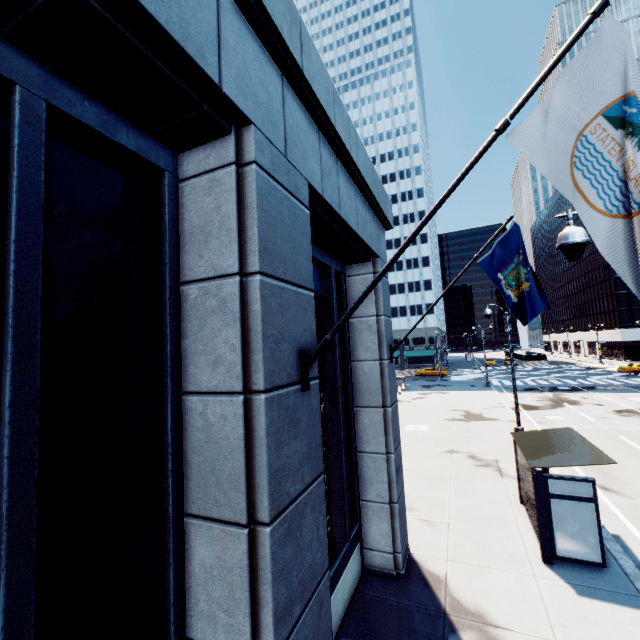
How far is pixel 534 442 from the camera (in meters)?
9.61

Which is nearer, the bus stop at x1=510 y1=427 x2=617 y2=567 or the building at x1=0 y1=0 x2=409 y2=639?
the building at x1=0 y1=0 x2=409 y2=639

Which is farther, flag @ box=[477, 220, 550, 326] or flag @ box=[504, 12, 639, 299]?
flag @ box=[477, 220, 550, 326]

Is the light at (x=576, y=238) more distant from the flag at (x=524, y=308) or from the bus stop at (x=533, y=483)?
the bus stop at (x=533, y=483)

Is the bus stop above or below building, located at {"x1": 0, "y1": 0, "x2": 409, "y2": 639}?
below

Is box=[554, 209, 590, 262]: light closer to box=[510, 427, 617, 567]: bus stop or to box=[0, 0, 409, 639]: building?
box=[510, 427, 617, 567]: bus stop

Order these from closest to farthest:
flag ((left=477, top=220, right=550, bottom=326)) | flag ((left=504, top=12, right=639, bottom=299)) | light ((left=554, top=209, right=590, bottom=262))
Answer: flag ((left=504, top=12, right=639, bottom=299)), light ((left=554, top=209, right=590, bottom=262)), flag ((left=477, top=220, right=550, bottom=326))

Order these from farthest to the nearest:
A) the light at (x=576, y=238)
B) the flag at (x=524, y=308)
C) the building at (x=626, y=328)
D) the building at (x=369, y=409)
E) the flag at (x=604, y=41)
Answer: the building at (x=626, y=328) < the flag at (x=524, y=308) < the light at (x=576, y=238) < the flag at (x=604, y=41) < the building at (x=369, y=409)
